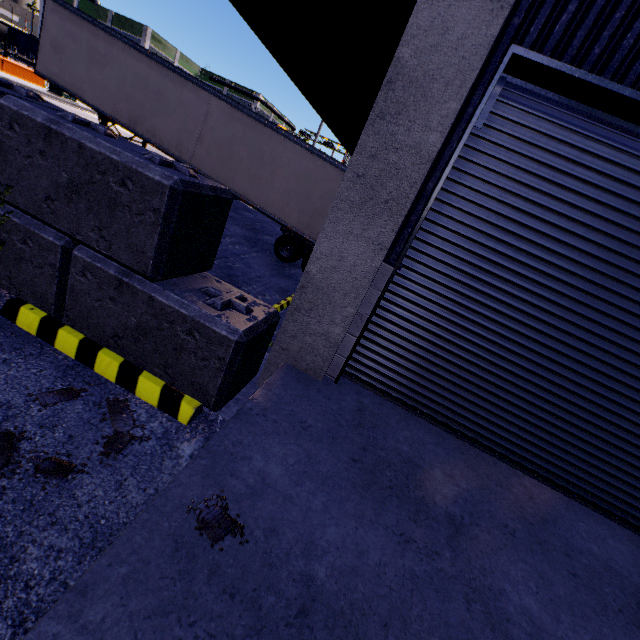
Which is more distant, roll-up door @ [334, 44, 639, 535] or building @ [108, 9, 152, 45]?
building @ [108, 9, 152, 45]

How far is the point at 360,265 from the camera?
3.2 meters

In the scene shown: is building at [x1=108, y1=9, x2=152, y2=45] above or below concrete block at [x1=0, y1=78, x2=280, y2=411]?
above

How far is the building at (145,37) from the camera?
59.2m

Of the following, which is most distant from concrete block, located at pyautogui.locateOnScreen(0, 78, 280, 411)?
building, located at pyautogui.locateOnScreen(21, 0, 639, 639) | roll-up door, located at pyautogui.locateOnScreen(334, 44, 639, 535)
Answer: roll-up door, located at pyautogui.locateOnScreen(334, 44, 639, 535)

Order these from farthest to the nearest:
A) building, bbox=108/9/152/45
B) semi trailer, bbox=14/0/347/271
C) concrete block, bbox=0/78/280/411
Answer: building, bbox=108/9/152/45 < semi trailer, bbox=14/0/347/271 < concrete block, bbox=0/78/280/411

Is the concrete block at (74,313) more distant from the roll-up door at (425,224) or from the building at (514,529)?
the roll-up door at (425,224)

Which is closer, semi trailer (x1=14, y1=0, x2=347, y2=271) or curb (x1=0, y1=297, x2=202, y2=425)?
curb (x1=0, y1=297, x2=202, y2=425)
